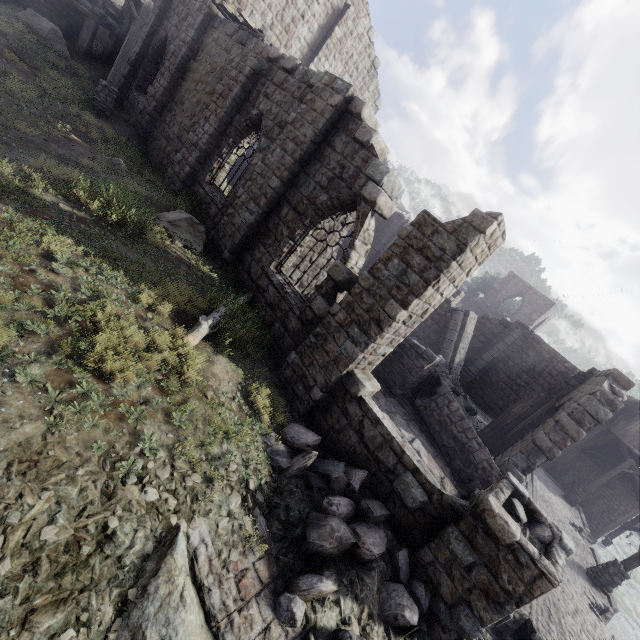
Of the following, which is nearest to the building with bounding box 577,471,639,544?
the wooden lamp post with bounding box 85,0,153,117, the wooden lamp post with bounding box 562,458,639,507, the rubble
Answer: the rubble

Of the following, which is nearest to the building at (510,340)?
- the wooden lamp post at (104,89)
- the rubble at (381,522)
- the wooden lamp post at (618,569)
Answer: the rubble at (381,522)

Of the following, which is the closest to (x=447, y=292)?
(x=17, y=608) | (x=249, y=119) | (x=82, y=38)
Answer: (x=17, y=608)

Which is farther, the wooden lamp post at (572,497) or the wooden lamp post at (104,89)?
the wooden lamp post at (572,497)

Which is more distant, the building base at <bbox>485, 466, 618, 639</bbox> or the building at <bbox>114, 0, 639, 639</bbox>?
the building base at <bbox>485, 466, 618, 639</bbox>

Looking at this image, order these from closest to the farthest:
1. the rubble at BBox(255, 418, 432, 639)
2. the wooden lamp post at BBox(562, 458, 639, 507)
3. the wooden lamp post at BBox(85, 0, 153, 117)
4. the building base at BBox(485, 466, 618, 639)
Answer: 1. the rubble at BBox(255, 418, 432, 639)
2. the building base at BBox(485, 466, 618, 639)
3. the wooden lamp post at BBox(85, 0, 153, 117)
4. the wooden lamp post at BBox(562, 458, 639, 507)

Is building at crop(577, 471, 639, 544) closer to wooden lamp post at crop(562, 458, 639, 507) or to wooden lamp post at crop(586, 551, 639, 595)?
wooden lamp post at crop(562, 458, 639, 507)
